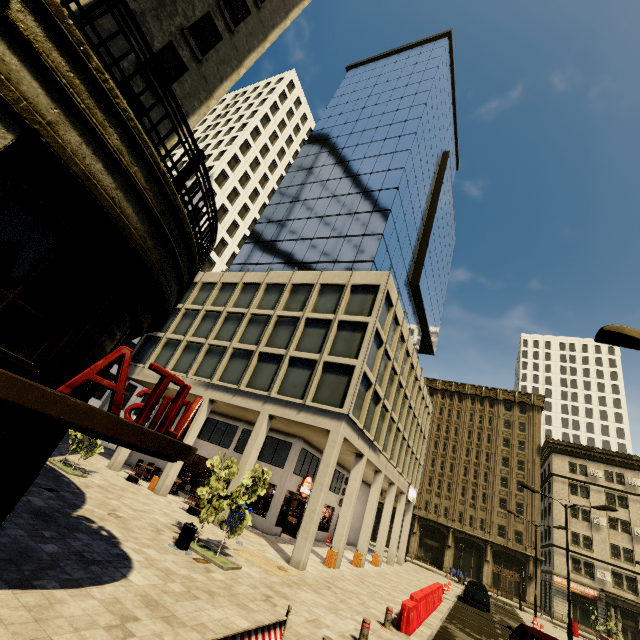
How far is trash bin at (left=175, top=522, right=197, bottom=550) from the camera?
10.46m

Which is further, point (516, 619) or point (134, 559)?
point (516, 619)

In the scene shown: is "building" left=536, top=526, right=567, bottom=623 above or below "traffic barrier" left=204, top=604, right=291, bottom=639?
above

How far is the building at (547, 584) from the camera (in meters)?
39.69

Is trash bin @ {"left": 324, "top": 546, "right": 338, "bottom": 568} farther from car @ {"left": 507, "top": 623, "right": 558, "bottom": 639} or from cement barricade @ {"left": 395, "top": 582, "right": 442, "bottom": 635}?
car @ {"left": 507, "top": 623, "right": 558, "bottom": 639}

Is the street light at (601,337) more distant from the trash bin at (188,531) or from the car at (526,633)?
the trash bin at (188,531)

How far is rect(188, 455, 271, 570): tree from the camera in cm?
1091

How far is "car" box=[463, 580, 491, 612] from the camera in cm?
2314
